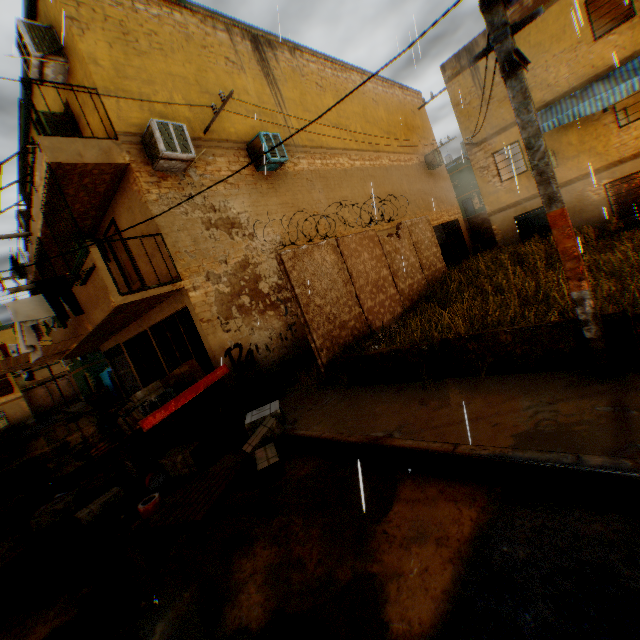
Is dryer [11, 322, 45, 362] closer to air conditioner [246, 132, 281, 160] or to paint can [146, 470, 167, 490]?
air conditioner [246, 132, 281, 160]

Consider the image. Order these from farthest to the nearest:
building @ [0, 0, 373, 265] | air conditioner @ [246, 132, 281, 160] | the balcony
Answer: the balcony
air conditioner @ [246, 132, 281, 160]
building @ [0, 0, 373, 265]

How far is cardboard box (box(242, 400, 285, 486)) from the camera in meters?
4.8 m

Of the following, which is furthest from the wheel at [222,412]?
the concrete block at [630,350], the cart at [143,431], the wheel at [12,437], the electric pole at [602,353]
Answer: the wheel at [12,437]

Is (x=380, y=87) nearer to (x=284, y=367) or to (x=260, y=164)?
(x=260, y=164)

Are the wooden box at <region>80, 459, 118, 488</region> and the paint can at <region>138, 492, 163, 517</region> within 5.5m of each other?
yes

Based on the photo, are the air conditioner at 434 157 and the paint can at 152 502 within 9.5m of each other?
no

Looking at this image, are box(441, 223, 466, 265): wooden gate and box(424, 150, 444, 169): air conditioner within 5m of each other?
yes
